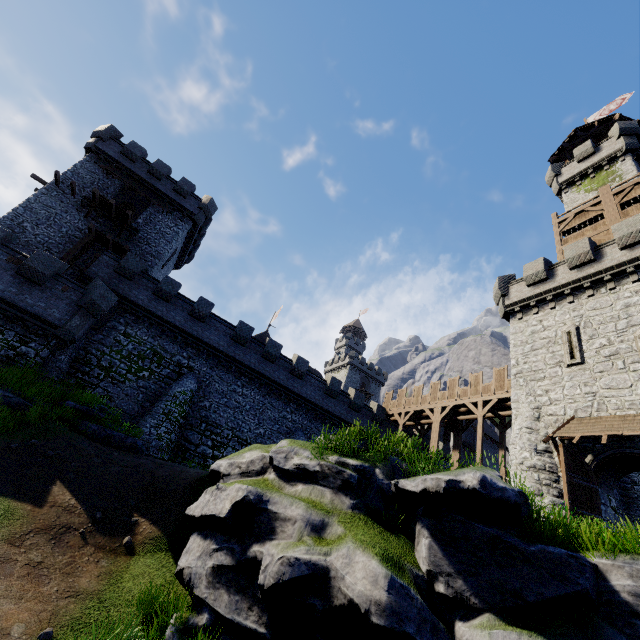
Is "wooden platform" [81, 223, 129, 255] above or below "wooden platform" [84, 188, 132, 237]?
below

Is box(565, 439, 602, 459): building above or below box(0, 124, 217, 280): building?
below

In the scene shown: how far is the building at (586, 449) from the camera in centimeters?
1462cm

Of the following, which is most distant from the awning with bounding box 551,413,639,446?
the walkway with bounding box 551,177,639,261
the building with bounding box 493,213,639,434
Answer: the walkway with bounding box 551,177,639,261

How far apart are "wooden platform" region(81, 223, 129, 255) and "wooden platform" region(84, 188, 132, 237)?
1.3 meters

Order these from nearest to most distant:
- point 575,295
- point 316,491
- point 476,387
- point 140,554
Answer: point 316,491
point 140,554
point 575,295
point 476,387

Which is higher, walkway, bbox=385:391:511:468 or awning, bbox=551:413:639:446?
walkway, bbox=385:391:511:468

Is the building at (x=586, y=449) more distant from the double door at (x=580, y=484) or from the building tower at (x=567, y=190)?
the building tower at (x=567, y=190)
